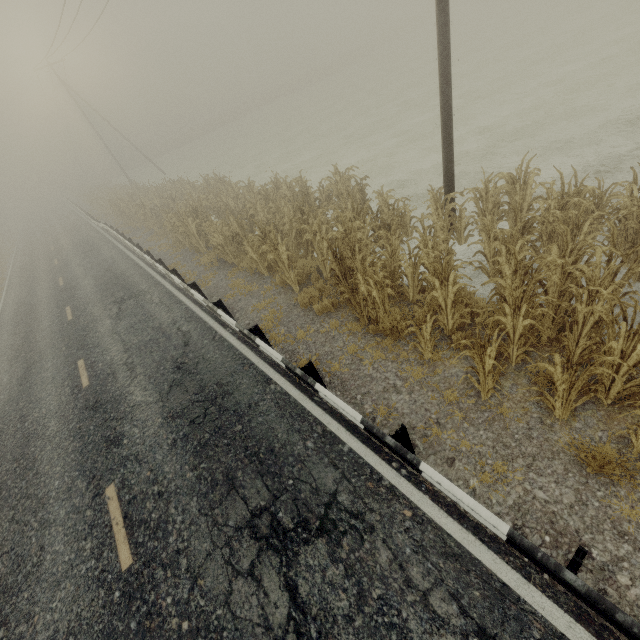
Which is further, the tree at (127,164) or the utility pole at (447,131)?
the tree at (127,164)

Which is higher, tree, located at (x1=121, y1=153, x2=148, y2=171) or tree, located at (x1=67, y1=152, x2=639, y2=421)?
tree, located at (x1=121, y1=153, x2=148, y2=171)

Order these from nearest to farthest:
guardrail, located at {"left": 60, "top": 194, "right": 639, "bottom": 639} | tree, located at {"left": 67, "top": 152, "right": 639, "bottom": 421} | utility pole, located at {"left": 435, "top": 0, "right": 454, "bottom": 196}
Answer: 1. guardrail, located at {"left": 60, "top": 194, "right": 639, "bottom": 639}
2. tree, located at {"left": 67, "top": 152, "right": 639, "bottom": 421}
3. utility pole, located at {"left": 435, "top": 0, "right": 454, "bottom": 196}

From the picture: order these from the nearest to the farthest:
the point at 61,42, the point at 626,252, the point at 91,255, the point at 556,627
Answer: the point at 556,627 → the point at 626,252 → the point at 91,255 → the point at 61,42

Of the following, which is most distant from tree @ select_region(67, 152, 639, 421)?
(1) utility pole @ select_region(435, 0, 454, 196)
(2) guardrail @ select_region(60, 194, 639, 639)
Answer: (1) utility pole @ select_region(435, 0, 454, 196)

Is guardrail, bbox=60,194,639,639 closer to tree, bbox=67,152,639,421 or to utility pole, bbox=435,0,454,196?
tree, bbox=67,152,639,421

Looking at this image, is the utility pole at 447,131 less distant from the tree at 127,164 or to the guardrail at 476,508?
the tree at 127,164
